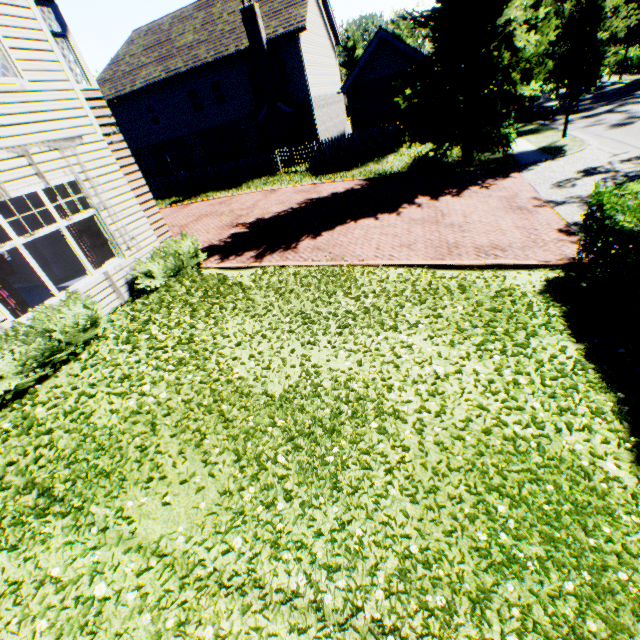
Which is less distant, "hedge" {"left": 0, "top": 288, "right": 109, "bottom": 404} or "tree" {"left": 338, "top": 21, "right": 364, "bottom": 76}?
"hedge" {"left": 0, "top": 288, "right": 109, "bottom": 404}

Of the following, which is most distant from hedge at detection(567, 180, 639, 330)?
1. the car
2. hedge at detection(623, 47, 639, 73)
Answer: hedge at detection(623, 47, 639, 73)

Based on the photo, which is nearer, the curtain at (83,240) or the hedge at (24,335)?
the hedge at (24,335)

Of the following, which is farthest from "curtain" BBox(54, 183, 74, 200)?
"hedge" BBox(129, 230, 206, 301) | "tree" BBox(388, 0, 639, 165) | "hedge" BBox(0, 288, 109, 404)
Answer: "tree" BBox(388, 0, 639, 165)

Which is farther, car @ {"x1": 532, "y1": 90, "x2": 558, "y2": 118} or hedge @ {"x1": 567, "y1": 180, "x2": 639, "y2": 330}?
car @ {"x1": 532, "y1": 90, "x2": 558, "y2": 118}

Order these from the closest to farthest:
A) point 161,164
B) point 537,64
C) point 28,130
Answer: point 28,130
point 537,64
point 161,164

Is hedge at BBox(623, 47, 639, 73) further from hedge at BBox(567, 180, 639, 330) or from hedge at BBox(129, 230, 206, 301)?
hedge at BBox(129, 230, 206, 301)

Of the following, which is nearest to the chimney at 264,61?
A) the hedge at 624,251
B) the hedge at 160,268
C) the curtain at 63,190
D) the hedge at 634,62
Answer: the hedge at 160,268
